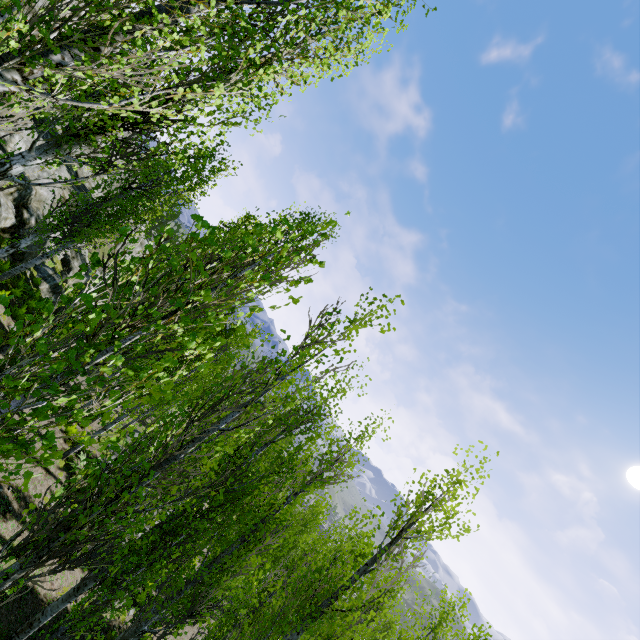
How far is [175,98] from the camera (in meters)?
4.36

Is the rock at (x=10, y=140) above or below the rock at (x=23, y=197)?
above

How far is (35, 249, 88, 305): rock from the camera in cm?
2025

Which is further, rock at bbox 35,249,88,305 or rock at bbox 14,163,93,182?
rock at bbox 35,249,88,305

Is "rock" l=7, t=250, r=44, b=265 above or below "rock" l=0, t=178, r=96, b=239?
below

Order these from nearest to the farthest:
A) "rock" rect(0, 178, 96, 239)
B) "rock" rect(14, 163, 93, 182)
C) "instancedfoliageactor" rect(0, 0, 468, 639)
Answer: "instancedfoliageactor" rect(0, 0, 468, 639) → "rock" rect(0, 178, 96, 239) → "rock" rect(14, 163, 93, 182)

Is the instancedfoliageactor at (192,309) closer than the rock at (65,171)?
Yes
